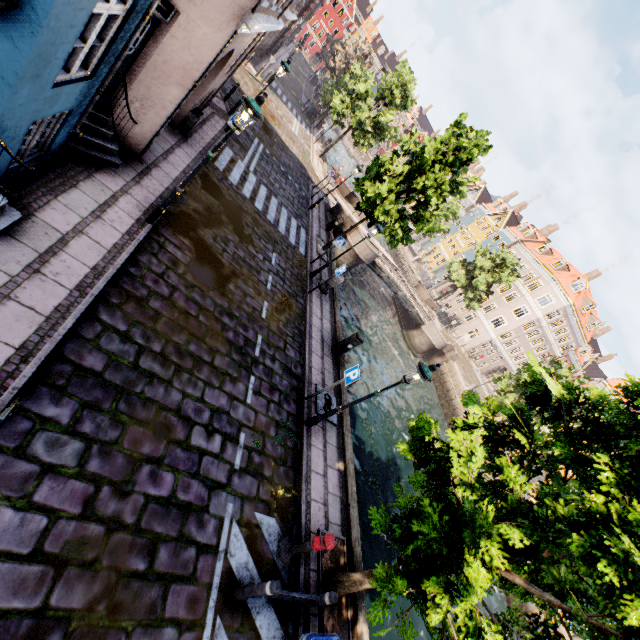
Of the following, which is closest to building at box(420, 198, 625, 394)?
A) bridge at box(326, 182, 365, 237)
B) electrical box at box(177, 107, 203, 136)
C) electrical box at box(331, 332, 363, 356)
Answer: bridge at box(326, 182, 365, 237)

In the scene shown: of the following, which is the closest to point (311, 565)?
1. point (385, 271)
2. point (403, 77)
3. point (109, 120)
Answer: point (109, 120)

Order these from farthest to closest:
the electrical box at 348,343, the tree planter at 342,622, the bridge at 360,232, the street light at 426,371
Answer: the bridge at 360,232 < the electrical box at 348,343 < the street light at 426,371 < the tree planter at 342,622

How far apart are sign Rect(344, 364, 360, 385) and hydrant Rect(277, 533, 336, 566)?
3.3 meters

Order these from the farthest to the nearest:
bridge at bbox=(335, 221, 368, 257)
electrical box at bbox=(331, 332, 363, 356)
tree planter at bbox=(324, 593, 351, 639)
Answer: bridge at bbox=(335, 221, 368, 257) < electrical box at bbox=(331, 332, 363, 356) < tree planter at bbox=(324, 593, 351, 639)

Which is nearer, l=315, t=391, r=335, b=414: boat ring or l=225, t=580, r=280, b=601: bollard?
l=225, t=580, r=280, b=601: bollard

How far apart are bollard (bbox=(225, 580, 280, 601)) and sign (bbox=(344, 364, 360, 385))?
4.44m

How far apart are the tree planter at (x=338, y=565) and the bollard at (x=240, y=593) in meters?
2.0
